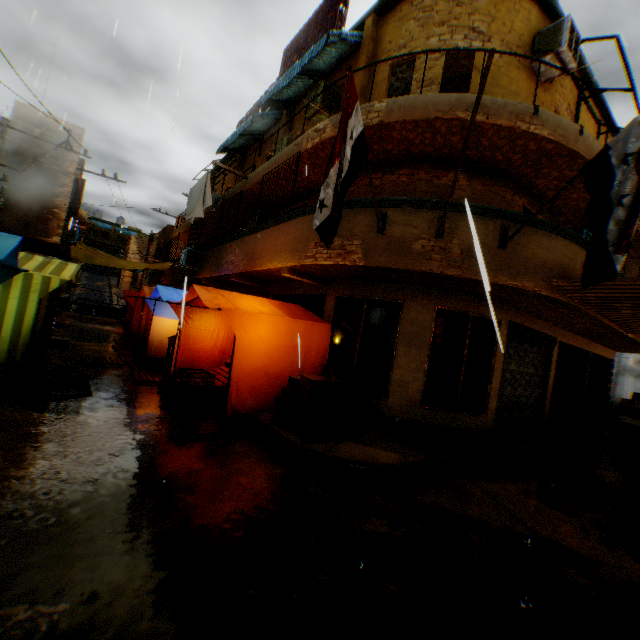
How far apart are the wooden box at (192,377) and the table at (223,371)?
0.1m

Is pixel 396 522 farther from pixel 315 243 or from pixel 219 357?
pixel 219 357

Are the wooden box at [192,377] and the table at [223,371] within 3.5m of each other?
yes

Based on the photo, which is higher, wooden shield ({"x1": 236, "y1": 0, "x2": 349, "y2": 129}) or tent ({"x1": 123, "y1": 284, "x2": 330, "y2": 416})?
wooden shield ({"x1": 236, "y1": 0, "x2": 349, "y2": 129})

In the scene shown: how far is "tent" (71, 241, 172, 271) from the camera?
17.00m

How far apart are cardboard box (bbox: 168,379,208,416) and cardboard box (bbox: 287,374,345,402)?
0.6m

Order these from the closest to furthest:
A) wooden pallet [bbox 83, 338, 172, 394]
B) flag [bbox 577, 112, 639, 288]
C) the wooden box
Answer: flag [bbox 577, 112, 639, 288], the wooden box, wooden pallet [bbox 83, 338, 172, 394]

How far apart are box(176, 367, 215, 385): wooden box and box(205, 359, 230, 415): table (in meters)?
0.07
